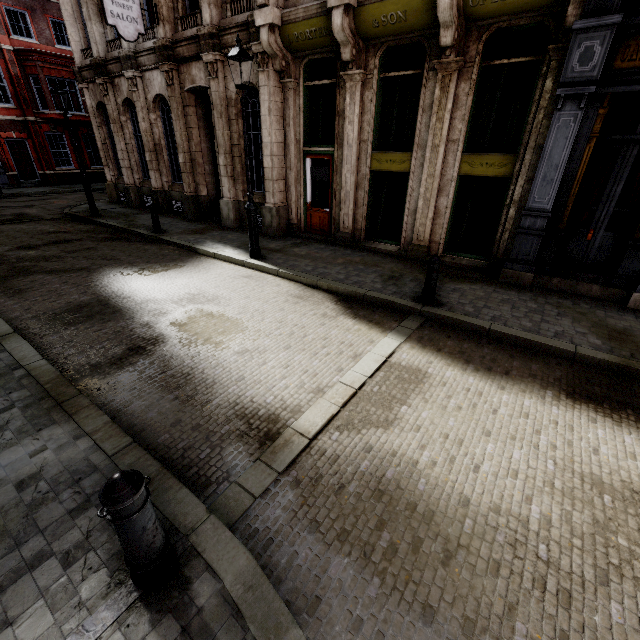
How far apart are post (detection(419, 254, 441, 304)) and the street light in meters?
4.7 m

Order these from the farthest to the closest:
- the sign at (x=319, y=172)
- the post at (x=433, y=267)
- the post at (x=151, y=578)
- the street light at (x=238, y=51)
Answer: the sign at (x=319, y=172) → the street light at (x=238, y=51) → the post at (x=433, y=267) → the post at (x=151, y=578)

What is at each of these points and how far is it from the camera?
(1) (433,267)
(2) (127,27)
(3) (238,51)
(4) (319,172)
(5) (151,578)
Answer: (1) post, 6.18m
(2) sign, 10.33m
(3) street light, 6.79m
(4) sign, 10.54m
(5) post, 2.21m

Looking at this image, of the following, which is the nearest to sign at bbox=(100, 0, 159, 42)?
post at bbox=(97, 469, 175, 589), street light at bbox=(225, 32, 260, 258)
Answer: street light at bbox=(225, 32, 260, 258)

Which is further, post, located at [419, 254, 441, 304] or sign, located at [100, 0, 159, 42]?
sign, located at [100, 0, 159, 42]

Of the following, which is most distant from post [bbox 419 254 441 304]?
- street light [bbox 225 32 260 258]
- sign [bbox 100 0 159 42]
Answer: sign [bbox 100 0 159 42]

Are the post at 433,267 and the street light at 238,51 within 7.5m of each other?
yes

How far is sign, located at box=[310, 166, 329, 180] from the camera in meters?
10.4
